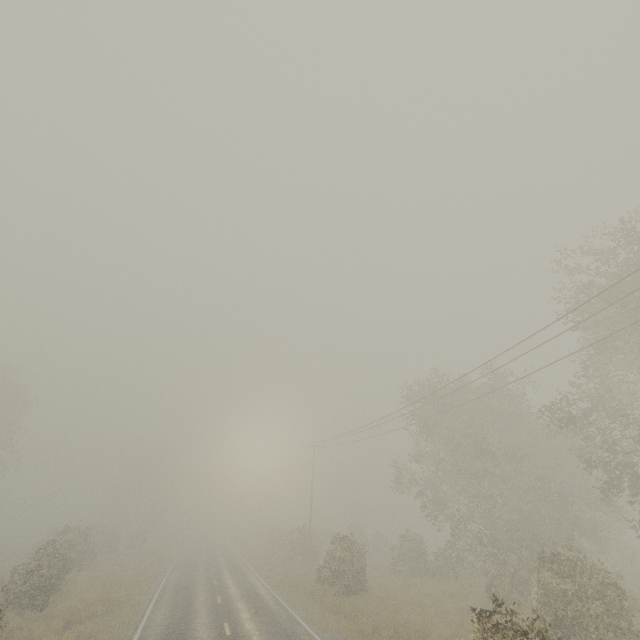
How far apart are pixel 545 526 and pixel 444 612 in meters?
12.9

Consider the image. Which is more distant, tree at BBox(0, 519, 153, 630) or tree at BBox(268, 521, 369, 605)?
tree at BBox(268, 521, 369, 605)

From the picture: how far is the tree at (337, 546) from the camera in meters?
20.4

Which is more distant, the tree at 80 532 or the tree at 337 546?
the tree at 337 546

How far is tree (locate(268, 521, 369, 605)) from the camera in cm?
2042
